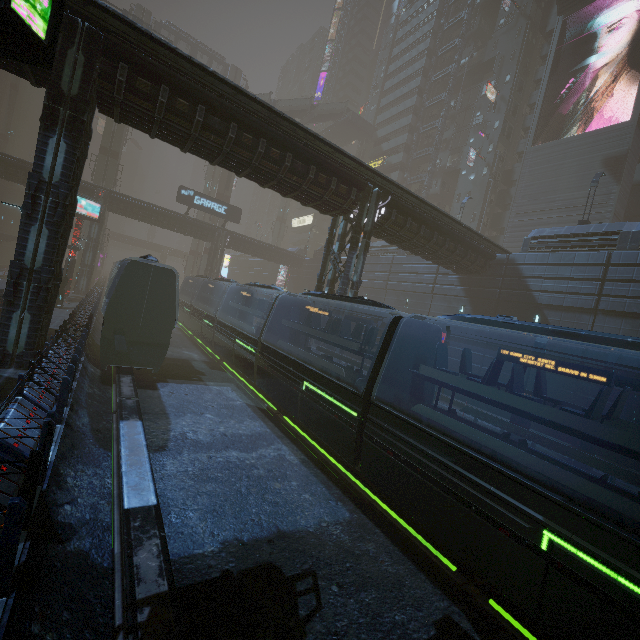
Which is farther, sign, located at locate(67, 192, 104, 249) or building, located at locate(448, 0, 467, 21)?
building, located at locate(448, 0, 467, 21)

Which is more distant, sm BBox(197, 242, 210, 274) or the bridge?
the bridge

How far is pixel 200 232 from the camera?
41.2m

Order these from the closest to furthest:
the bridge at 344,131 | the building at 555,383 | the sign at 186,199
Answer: the building at 555,383, the sign at 186,199, the bridge at 344,131

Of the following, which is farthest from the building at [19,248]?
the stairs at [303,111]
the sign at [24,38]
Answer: the stairs at [303,111]

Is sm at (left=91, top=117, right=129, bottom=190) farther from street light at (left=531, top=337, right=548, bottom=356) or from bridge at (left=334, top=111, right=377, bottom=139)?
bridge at (left=334, top=111, right=377, bottom=139)

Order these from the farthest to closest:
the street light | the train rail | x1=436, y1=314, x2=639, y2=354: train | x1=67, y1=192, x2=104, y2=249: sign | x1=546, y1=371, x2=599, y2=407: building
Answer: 1. x1=67, y1=192, x2=104, y2=249: sign
2. x1=546, y1=371, x2=599, y2=407: building
3. the street light
4. x1=436, y1=314, x2=639, y2=354: train
5. the train rail

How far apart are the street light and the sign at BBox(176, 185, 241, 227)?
37.43m
